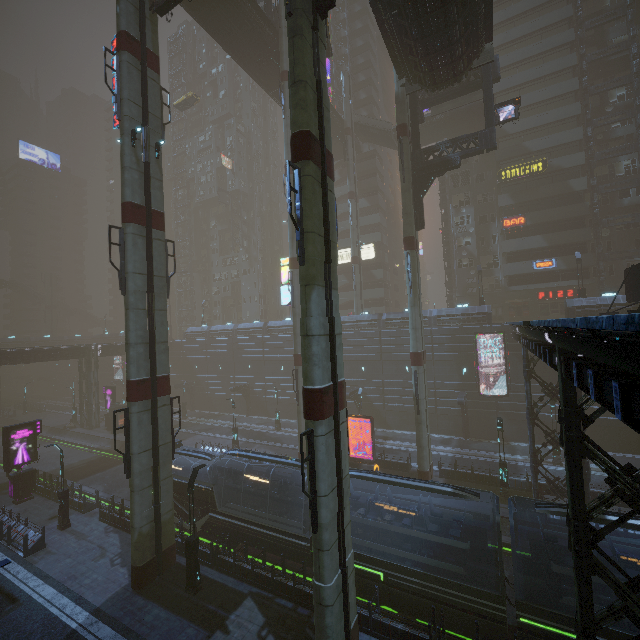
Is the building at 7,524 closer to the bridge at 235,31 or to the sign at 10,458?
the sign at 10,458

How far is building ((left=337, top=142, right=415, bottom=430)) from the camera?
37.9 meters

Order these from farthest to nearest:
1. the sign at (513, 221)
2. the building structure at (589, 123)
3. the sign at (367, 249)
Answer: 1. the sign at (367, 249)
2. the sign at (513, 221)
3. the building structure at (589, 123)

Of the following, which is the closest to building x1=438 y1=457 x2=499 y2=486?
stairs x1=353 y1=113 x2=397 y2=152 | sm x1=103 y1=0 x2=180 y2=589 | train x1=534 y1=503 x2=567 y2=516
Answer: sm x1=103 y1=0 x2=180 y2=589

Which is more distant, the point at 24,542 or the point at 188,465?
the point at 188,465

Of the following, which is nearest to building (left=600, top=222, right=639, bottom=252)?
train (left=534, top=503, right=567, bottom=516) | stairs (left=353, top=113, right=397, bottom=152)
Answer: stairs (left=353, top=113, right=397, bottom=152)

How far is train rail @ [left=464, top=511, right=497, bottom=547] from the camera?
18.7 meters

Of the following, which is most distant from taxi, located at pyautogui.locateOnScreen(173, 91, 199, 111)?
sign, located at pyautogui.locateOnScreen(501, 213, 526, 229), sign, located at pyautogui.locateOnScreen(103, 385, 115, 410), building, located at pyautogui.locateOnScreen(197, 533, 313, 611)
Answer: building, located at pyautogui.locateOnScreen(197, 533, 313, 611)
